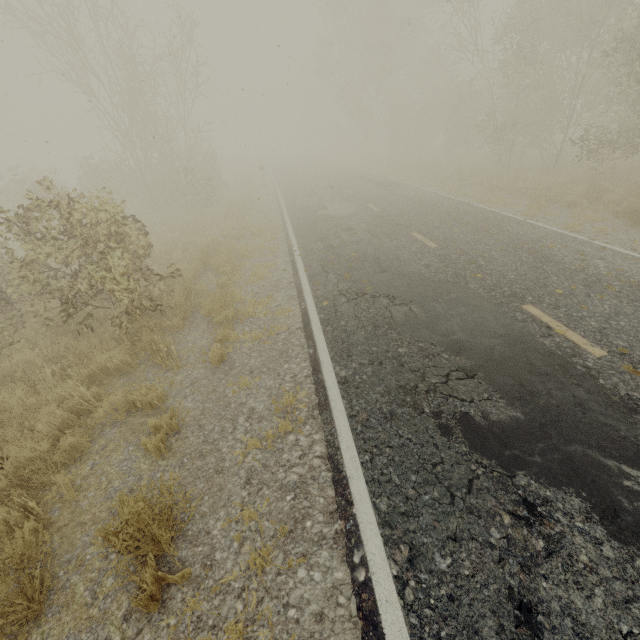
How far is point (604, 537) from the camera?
2.6m
